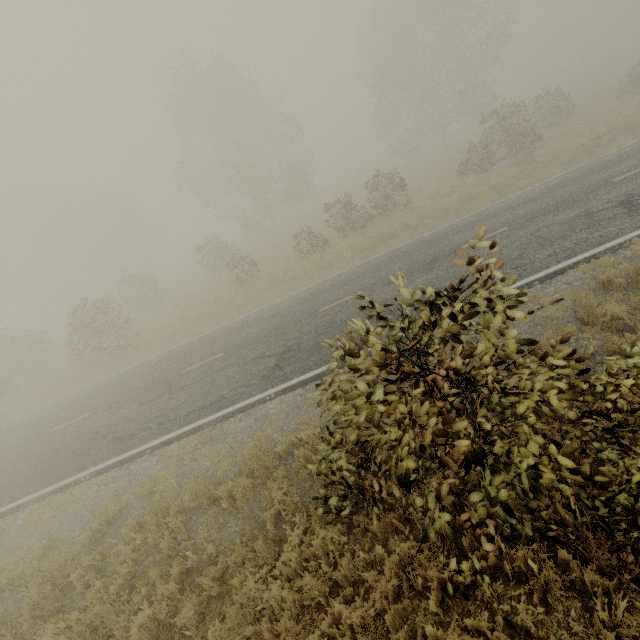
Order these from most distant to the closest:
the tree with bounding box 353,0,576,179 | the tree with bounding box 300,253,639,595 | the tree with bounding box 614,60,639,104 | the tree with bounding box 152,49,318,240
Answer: the tree with bounding box 152,49,318,240 → the tree with bounding box 614,60,639,104 → the tree with bounding box 353,0,576,179 → the tree with bounding box 300,253,639,595

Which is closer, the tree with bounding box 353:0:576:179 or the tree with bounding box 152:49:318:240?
the tree with bounding box 353:0:576:179

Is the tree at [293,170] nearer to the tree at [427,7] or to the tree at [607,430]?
the tree at [427,7]

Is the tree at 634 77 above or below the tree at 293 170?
below

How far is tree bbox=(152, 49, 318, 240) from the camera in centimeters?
2902cm

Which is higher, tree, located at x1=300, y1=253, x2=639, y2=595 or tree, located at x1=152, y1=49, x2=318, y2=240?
tree, located at x1=152, y1=49, x2=318, y2=240

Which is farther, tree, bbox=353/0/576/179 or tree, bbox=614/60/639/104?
tree, bbox=614/60/639/104

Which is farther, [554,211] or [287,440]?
[554,211]
